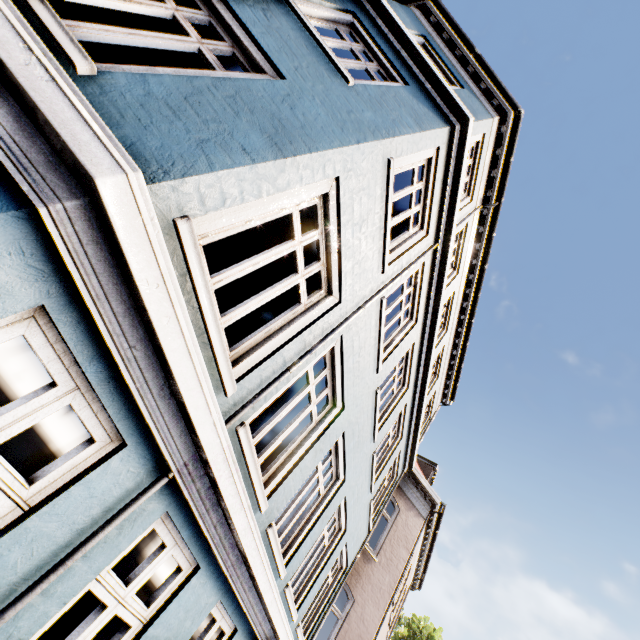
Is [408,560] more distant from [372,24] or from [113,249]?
[372,24]
